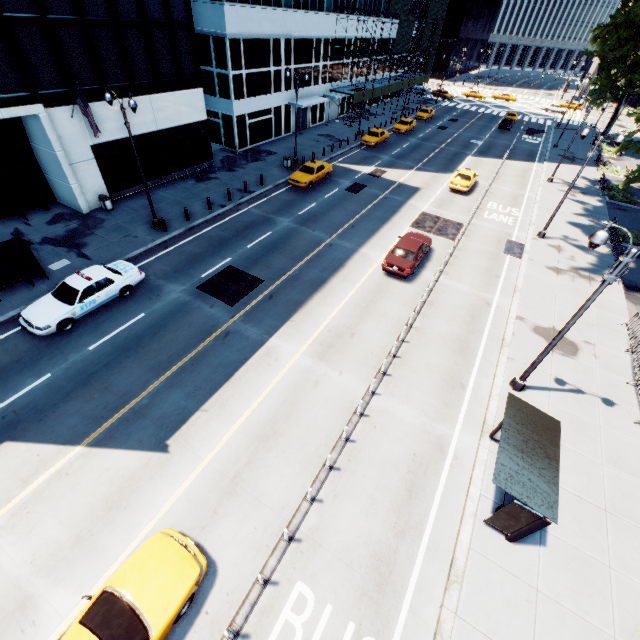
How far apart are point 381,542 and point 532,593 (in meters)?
4.21

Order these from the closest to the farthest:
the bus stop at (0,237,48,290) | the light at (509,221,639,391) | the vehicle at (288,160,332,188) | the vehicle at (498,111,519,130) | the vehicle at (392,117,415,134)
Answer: the light at (509,221,639,391) < the bus stop at (0,237,48,290) < the vehicle at (288,160,332,188) < the vehicle at (392,117,415,134) < the vehicle at (498,111,519,130)

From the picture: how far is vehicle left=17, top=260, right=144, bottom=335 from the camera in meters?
13.8

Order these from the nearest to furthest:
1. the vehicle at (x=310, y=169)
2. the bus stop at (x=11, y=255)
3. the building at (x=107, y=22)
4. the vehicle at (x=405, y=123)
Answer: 1. the bus stop at (x=11, y=255)
2. the building at (x=107, y=22)
3. the vehicle at (x=310, y=169)
4. the vehicle at (x=405, y=123)

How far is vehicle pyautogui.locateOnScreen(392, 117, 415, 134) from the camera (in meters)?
42.97

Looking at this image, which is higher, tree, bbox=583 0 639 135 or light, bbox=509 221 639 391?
tree, bbox=583 0 639 135

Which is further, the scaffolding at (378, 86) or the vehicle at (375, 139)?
the scaffolding at (378, 86)

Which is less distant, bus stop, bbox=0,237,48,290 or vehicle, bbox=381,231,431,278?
bus stop, bbox=0,237,48,290
